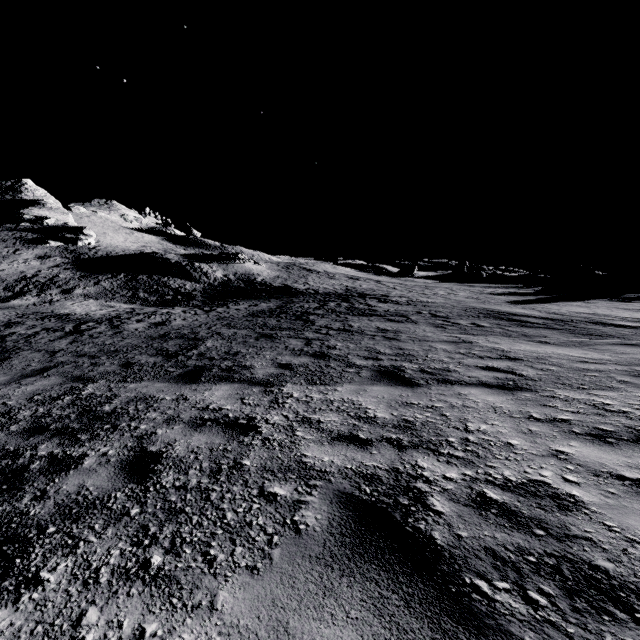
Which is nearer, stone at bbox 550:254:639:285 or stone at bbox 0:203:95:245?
stone at bbox 550:254:639:285

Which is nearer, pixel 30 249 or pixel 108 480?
pixel 108 480

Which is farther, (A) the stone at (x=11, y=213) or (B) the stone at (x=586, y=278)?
(A) the stone at (x=11, y=213)
